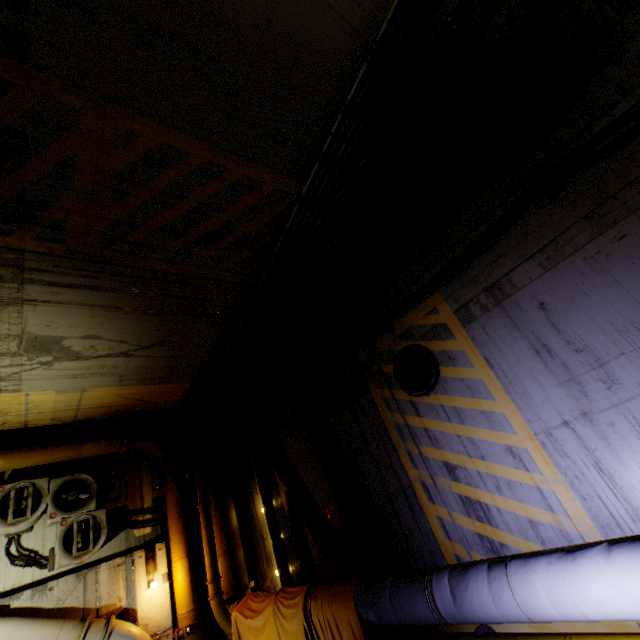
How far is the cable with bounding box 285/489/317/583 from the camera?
6.68m

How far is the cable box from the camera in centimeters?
727cm

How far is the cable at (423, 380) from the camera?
4.95m

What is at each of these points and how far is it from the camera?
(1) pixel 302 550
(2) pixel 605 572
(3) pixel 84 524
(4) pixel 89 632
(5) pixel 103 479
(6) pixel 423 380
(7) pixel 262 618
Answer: (1) cable, 6.89m
(2) pipe, 2.50m
(3) air conditioner, 6.73m
(4) pipe, 5.80m
(5) cable box, 7.41m
(6) cable, 5.06m
(7) cloth, 5.75m

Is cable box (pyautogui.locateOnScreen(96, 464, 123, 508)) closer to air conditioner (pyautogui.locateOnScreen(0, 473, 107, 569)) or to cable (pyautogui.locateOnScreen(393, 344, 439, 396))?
air conditioner (pyautogui.locateOnScreen(0, 473, 107, 569))

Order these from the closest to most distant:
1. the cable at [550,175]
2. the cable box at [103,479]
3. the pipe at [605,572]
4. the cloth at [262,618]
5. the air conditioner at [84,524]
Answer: the pipe at [605,572] → the cable at [550,175] → the cloth at [262,618] → the air conditioner at [84,524] → the cable box at [103,479]

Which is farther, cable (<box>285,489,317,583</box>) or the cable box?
the cable box

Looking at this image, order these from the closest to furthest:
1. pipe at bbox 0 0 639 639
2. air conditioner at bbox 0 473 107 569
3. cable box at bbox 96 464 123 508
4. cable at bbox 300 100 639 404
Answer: pipe at bbox 0 0 639 639
cable at bbox 300 100 639 404
air conditioner at bbox 0 473 107 569
cable box at bbox 96 464 123 508
